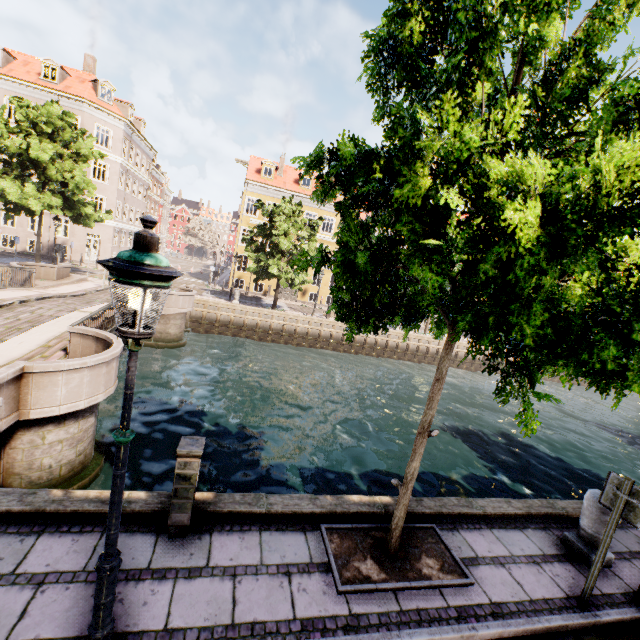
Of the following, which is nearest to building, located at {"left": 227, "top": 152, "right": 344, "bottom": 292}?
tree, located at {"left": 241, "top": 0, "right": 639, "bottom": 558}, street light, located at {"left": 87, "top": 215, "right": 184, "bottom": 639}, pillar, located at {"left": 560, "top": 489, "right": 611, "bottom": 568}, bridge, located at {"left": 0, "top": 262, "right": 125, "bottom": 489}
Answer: tree, located at {"left": 241, "top": 0, "right": 639, "bottom": 558}

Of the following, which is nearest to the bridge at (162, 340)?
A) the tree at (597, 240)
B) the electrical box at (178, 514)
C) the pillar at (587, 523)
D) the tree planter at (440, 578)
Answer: the tree at (597, 240)

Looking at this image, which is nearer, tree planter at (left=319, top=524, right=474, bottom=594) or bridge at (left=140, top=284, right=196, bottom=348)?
tree planter at (left=319, top=524, right=474, bottom=594)

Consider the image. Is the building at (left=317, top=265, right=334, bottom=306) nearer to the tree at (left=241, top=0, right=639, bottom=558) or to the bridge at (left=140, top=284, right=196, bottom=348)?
the tree at (left=241, top=0, right=639, bottom=558)

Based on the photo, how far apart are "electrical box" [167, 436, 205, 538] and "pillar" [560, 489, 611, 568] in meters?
6.2

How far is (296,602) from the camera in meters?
3.7 m

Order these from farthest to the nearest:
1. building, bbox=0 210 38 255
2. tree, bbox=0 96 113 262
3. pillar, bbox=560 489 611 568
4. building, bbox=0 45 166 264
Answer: building, bbox=0 210 38 255
building, bbox=0 45 166 264
tree, bbox=0 96 113 262
pillar, bbox=560 489 611 568

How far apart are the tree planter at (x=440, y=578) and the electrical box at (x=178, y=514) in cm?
187
